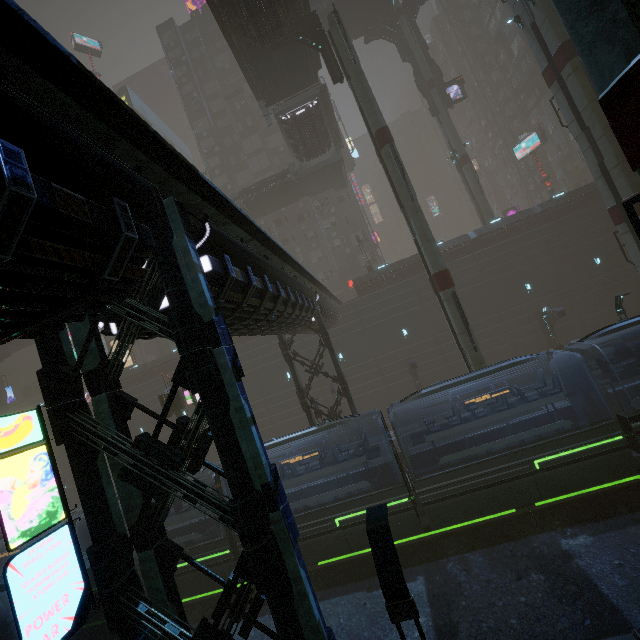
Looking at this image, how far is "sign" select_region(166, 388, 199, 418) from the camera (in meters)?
19.86

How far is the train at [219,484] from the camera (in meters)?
14.79

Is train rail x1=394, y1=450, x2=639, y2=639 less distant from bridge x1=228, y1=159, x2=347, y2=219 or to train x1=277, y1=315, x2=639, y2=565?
train x1=277, y1=315, x2=639, y2=565

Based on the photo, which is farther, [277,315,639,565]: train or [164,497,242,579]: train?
[164,497,242,579]: train

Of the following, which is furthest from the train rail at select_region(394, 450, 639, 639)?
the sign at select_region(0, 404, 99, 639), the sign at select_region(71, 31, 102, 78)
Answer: the sign at select_region(71, 31, 102, 78)

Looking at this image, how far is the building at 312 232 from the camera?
31.88m

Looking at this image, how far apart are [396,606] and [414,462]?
Answer: 12.3 meters

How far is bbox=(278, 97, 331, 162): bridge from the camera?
27.5 meters
